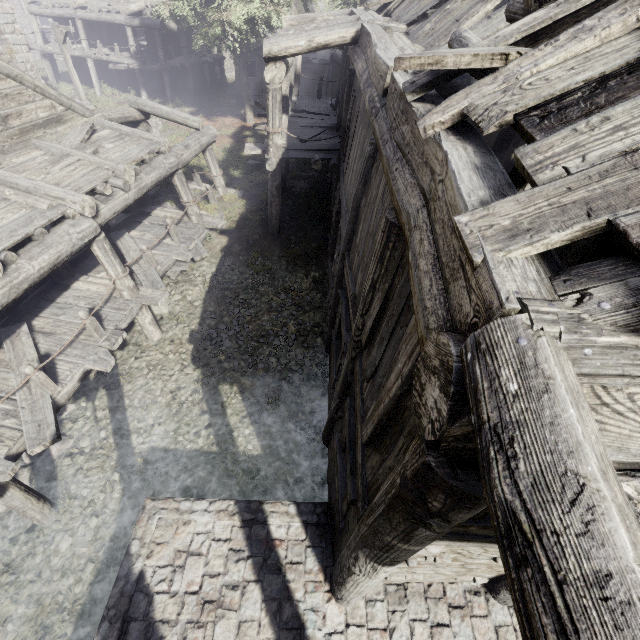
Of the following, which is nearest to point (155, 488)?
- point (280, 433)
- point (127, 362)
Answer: point (280, 433)

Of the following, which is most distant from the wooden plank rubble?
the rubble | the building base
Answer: Answer: the rubble

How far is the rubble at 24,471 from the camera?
7.2 meters

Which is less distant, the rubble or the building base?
the building base

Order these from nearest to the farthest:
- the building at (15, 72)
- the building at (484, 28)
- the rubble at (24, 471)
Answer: the building at (484, 28) < the building at (15, 72) < the rubble at (24, 471)

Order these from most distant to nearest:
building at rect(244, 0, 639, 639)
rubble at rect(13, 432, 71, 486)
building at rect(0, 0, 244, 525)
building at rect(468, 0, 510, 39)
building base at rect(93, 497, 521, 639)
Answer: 1. rubble at rect(13, 432, 71, 486)
2. building at rect(0, 0, 244, 525)
3. building base at rect(93, 497, 521, 639)
4. building at rect(468, 0, 510, 39)
5. building at rect(244, 0, 639, 639)

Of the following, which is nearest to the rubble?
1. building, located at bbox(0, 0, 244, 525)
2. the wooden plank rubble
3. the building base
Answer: building, located at bbox(0, 0, 244, 525)
